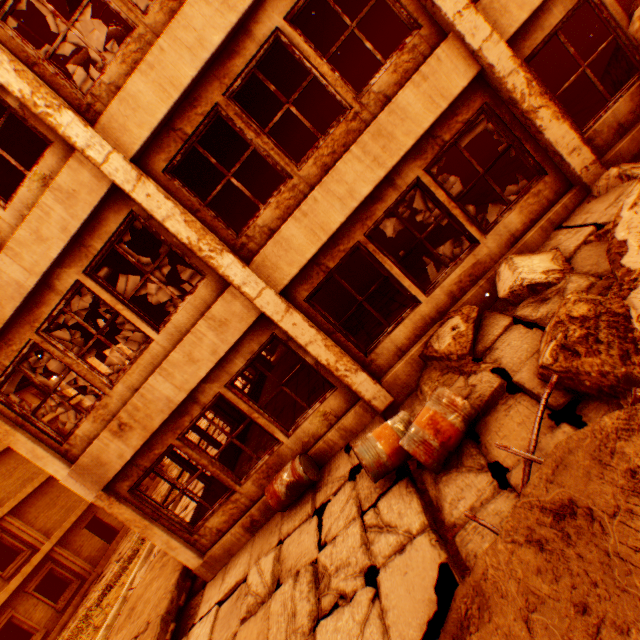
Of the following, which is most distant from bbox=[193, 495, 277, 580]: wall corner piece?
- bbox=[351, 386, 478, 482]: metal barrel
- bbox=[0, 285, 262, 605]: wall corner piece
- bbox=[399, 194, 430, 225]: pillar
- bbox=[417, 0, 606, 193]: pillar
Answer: bbox=[399, 194, 430, 225]: pillar

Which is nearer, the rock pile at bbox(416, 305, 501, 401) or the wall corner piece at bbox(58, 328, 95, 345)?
the rock pile at bbox(416, 305, 501, 401)

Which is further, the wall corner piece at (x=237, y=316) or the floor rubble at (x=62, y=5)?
the floor rubble at (x=62, y=5)

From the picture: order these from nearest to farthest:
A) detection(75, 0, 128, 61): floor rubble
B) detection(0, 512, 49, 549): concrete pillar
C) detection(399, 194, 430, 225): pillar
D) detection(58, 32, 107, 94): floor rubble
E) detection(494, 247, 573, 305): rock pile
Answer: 1. detection(494, 247, 573, 305): rock pile
2. detection(58, 32, 107, 94): floor rubble
3. detection(75, 0, 128, 61): floor rubble
4. detection(399, 194, 430, 225): pillar
5. detection(0, 512, 49, 549): concrete pillar

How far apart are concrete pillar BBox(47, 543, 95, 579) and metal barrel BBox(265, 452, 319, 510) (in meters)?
20.88

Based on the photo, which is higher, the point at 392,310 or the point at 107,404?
the point at 107,404

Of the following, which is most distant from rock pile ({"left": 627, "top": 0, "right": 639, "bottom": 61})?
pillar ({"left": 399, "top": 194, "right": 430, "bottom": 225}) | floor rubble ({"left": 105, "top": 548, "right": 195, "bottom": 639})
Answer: pillar ({"left": 399, "top": 194, "right": 430, "bottom": 225})

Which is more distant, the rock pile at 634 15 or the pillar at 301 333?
the pillar at 301 333
